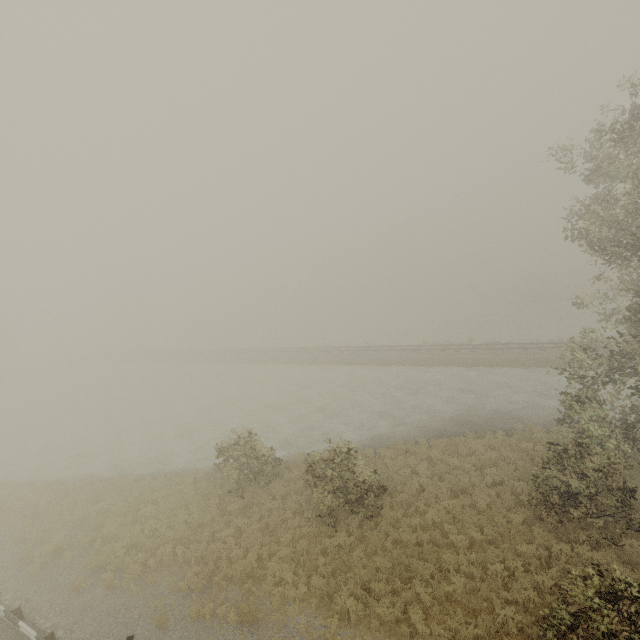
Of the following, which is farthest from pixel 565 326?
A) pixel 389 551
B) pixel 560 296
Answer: pixel 389 551
